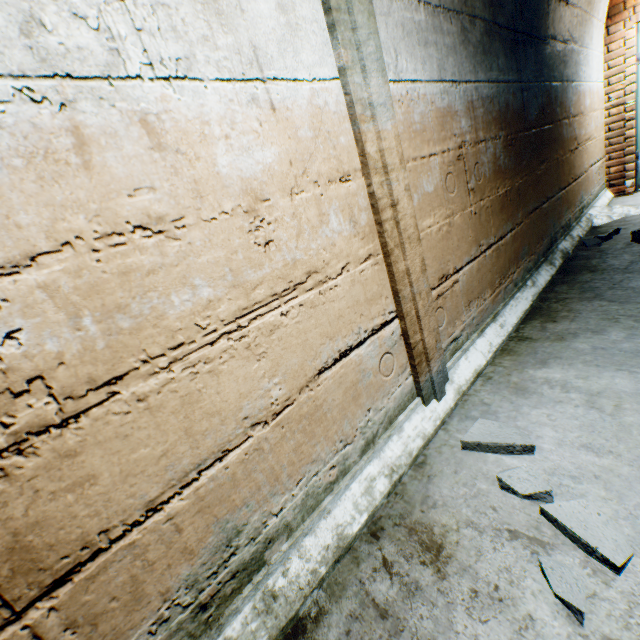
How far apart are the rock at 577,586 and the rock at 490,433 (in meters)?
0.46

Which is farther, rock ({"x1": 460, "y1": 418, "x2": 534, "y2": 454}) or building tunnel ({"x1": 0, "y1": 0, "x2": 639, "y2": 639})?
rock ({"x1": 460, "y1": 418, "x2": 534, "y2": 454})

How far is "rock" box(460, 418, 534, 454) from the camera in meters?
1.3 m

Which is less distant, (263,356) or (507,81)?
(263,356)

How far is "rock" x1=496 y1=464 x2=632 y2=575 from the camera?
0.9m

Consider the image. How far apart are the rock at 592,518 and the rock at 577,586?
0.1m

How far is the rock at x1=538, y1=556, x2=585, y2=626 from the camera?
0.8m

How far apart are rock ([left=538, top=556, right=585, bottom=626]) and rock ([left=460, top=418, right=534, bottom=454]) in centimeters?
46cm
